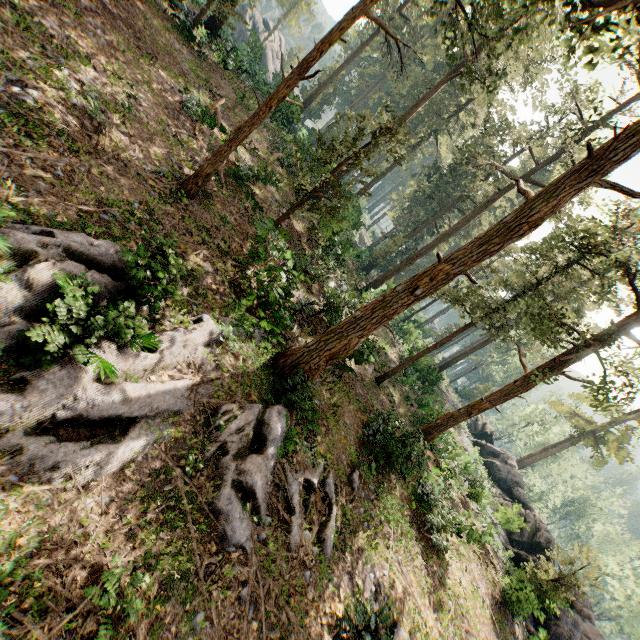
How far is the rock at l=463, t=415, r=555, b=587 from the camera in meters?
23.1 m

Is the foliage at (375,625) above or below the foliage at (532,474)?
below

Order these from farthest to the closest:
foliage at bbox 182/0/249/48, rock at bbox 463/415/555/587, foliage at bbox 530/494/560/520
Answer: foliage at bbox 530/494/560/520 → rock at bbox 463/415/555/587 → foliage at bbox 182/0/249/48

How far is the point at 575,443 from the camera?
43.0m

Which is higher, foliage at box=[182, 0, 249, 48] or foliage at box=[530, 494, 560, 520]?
foliage at box=[182, 0, 249, 48]

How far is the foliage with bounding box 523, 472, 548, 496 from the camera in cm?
4913

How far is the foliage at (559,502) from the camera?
47.9 meters
